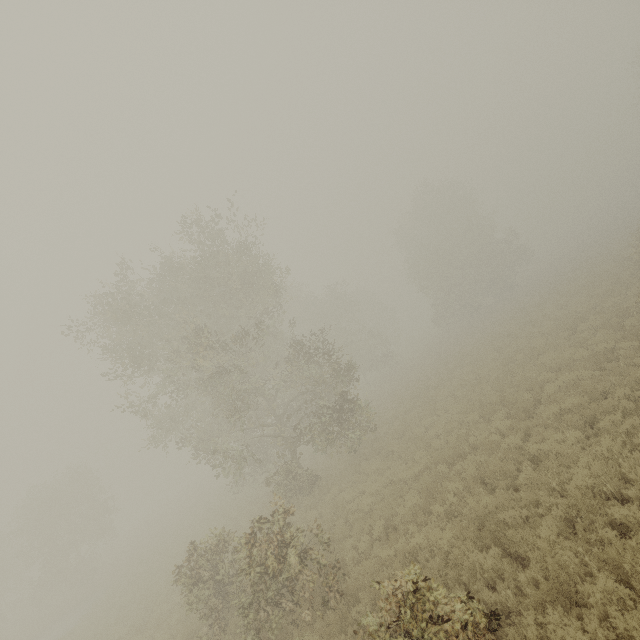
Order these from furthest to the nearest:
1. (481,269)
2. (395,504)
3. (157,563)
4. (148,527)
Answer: (148,527) < (481,269) < (157,563) < (395,504)
